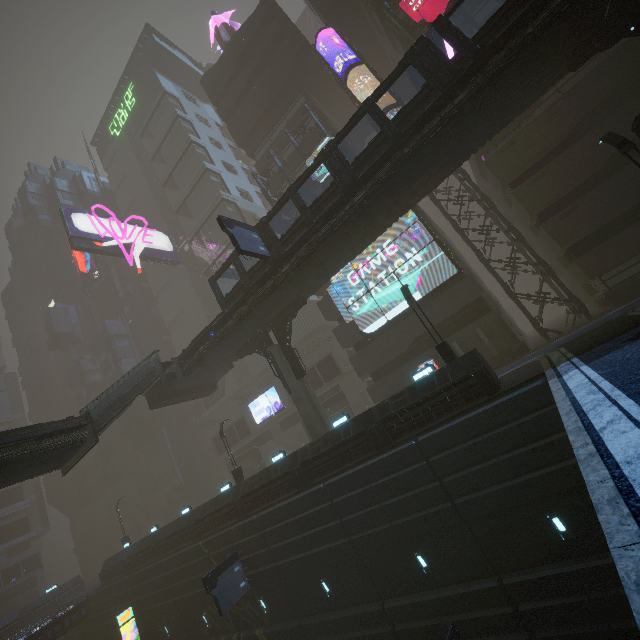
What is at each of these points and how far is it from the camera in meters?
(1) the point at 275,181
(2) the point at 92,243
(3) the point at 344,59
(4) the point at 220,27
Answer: (1) building, 34.1
(2) sign, 39.6
(3) building, 43.4
(4) mannequin, 39.1

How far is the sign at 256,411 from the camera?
38.2m

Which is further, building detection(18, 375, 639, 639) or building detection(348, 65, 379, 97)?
building detection(348, 65, 379, 97)

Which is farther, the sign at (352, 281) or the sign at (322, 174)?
the sign at (322, 174)

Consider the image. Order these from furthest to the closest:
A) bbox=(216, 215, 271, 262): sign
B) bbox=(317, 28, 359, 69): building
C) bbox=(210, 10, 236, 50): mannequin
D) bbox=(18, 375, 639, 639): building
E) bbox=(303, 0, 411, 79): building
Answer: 1. bbox=(210, 10, 236, 50): mannequin
2. bbox=(317, 28, 359, 69): building
3. bbox=(303, 0, 411, 79): building
4. bbox=(216, 215, 271, 262): sign
5. bbox=(18, 375, 639, 639): building

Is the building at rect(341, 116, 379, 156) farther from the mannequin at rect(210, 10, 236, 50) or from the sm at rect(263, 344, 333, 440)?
the mannequin at rect(210, 10, 236, 50)

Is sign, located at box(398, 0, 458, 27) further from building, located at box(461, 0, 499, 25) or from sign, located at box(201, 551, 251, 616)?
sign, located at box(201, 551, 251, 616)

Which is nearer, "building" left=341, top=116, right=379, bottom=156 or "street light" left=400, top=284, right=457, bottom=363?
"street light" left=400, top=284, right=457, bottom=363
